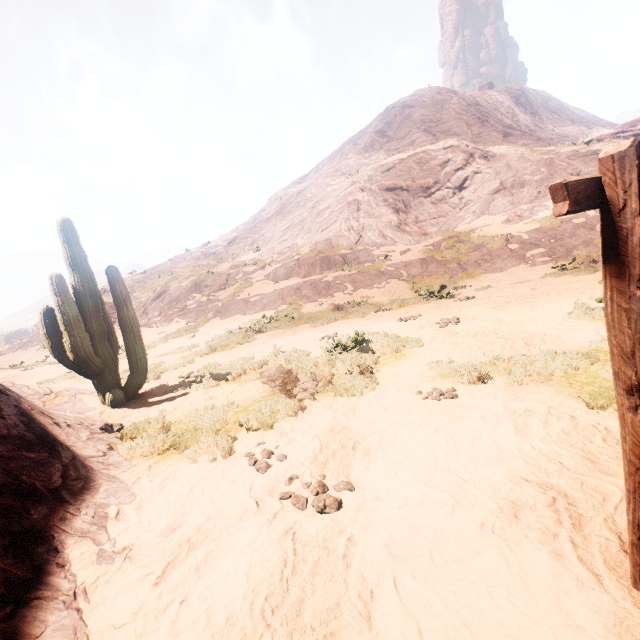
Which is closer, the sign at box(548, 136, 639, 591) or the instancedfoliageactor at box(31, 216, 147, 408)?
the sign at box(548, 136, 639, 591)

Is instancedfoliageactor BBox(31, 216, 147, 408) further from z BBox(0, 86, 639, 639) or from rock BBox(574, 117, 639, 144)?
rock BBox(574, 117, 639, 144)

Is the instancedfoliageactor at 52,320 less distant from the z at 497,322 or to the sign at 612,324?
the z at 497,322

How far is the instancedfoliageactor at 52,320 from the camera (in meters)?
6.15

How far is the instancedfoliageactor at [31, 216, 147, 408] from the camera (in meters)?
6.15

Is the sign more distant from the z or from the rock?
the rock

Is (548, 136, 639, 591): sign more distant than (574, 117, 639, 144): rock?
No

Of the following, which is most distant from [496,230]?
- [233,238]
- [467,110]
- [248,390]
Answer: [233,238]
